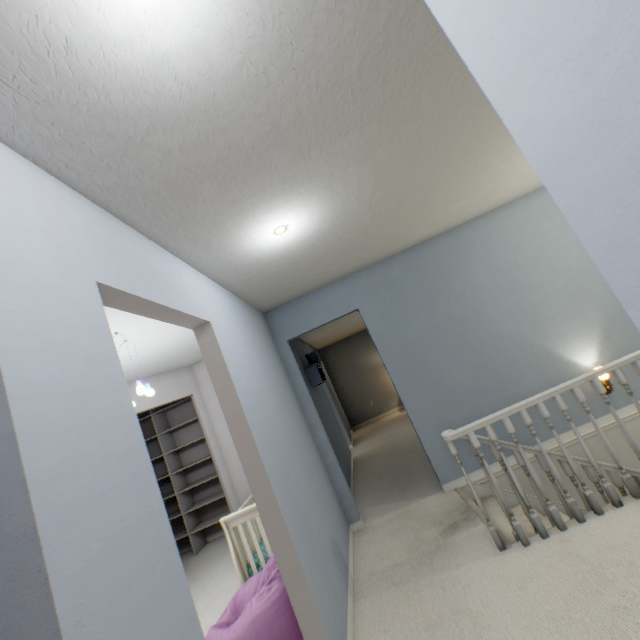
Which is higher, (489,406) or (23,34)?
(23,34)

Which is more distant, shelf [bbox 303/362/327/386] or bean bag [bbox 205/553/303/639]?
shelf [bbox 303/362/327/386]

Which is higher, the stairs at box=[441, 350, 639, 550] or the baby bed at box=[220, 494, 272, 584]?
the baby bed at box=[220, 494, 272, 584]

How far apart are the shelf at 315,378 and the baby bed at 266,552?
1.10m

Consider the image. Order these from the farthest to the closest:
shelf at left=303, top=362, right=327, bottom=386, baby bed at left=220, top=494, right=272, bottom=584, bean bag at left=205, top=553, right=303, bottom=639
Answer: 1. shelf at left=303, top=362, right=327, bottom=386
2. baby bed at left=220, top=494, right=272, bottom=584
3. bean bag at left=205, top=553, right=303, bottom=639

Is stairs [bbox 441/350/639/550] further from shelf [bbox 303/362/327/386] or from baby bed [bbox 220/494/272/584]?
shelf [bbox 303/362/327/386]

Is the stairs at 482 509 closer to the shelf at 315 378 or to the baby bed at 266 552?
the baby bed at 266 552

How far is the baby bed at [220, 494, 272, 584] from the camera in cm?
267
